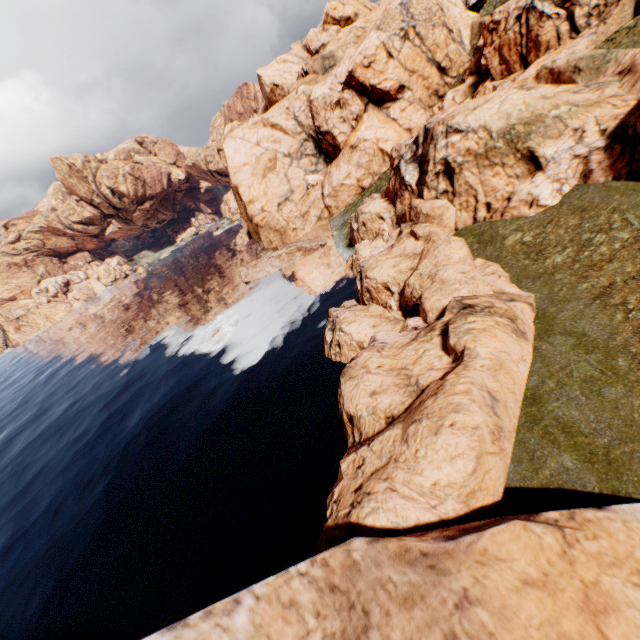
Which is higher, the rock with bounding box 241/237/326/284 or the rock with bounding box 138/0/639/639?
the rock with bounding box 138/0/639/639

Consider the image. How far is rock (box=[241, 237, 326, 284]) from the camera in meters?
44.3

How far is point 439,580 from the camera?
5.6 meters

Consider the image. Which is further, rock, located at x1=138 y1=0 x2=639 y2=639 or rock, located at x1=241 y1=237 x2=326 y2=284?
rock, located at x1=241 y1=237 x2=326 y2=284

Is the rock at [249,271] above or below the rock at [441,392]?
below

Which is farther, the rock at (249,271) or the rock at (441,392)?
the rock at (249,271)
